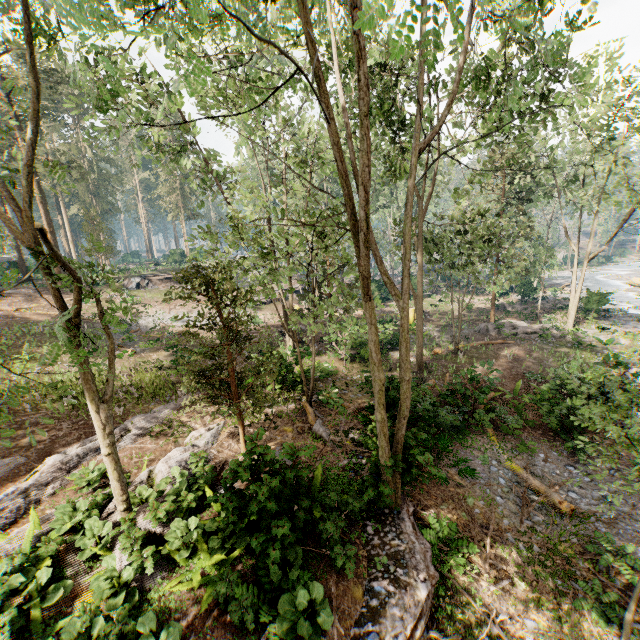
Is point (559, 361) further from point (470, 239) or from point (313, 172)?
point (313, 172)

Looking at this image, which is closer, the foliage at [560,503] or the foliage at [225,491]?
the foliage at [225,491]

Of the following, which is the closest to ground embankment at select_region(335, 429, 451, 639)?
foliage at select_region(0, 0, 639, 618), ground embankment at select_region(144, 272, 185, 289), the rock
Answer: foliage at select_region(0, 0, 639, 618)

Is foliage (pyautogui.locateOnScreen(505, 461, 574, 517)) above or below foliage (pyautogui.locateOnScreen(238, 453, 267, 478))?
below

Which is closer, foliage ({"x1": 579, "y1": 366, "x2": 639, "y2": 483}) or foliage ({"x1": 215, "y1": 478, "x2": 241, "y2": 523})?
foliage ({"x1": 579, "y1": 366, "x2": 639, "y2": 483})

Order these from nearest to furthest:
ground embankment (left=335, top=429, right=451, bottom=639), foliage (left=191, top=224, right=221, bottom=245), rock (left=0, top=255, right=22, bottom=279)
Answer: ground embankment (left=335, top=429, right=451, bottom=639)
foliage (left=191, top=224, right=221, bottom=245)
rock (left=0, top=255, right=22, bottom=279)

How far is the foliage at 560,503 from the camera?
10.3m

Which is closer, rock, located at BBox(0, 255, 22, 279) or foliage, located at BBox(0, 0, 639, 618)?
foliage, located at BBox(0, 0, 639, 618)
